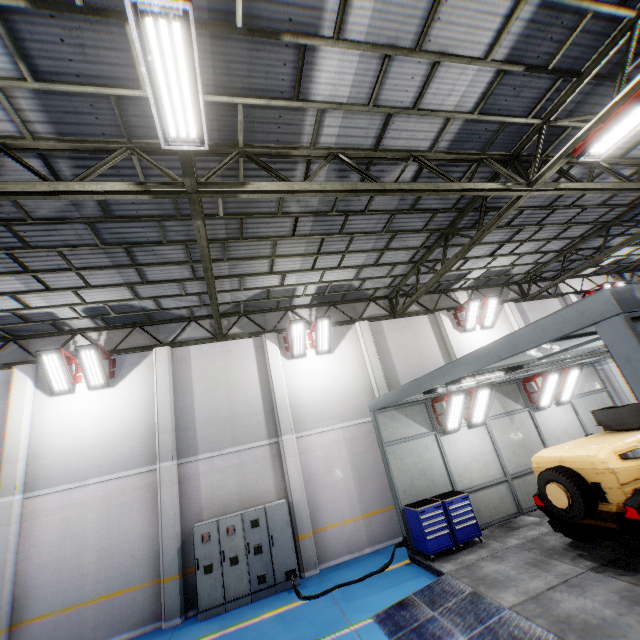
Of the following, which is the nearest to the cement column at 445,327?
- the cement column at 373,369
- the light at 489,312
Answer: the light at 489,312

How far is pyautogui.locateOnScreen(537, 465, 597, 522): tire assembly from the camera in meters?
6.3 m

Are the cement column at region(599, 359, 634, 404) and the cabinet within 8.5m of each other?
no

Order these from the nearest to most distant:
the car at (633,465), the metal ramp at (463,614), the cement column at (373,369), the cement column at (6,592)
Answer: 1. the metal ramp at (463,614)
2. the car at (633,465)
3. the cement column at (6,592)
4. the cement column at (373,369)

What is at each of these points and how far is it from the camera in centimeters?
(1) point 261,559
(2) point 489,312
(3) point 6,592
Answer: (1) cabinet, 932cm
(2) light, 1480cm
(3) cement column, 827cm

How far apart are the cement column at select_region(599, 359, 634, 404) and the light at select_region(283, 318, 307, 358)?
14.3m

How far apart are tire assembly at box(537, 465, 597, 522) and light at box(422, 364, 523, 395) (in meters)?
2.12

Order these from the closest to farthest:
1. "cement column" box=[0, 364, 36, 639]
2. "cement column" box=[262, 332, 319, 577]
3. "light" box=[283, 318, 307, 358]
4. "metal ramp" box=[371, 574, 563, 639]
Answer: "metal ramp" box=[371, 574, 563, 639]
"cement column" box=[0, 364, 36, 639]
"cement column" box=[262, 332, 319, 577]
"light" box=[283, 318, 307, 358]
